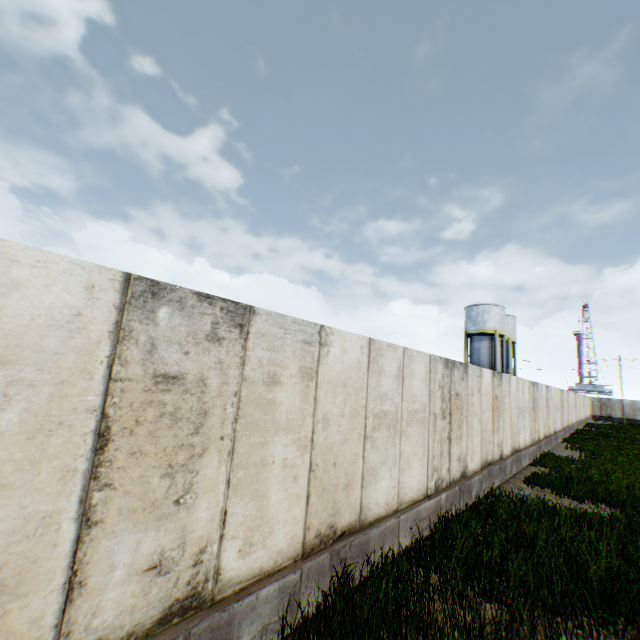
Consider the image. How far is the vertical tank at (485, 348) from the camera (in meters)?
34.81

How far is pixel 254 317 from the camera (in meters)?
3.63

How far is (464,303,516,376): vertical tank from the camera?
34.81m
